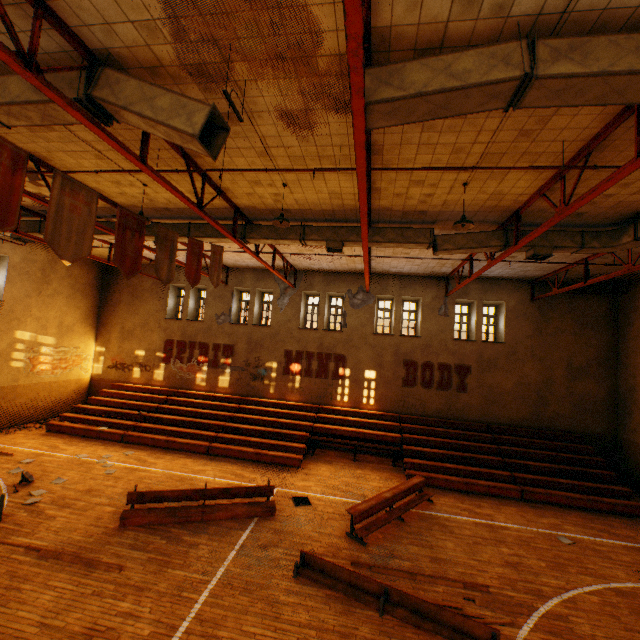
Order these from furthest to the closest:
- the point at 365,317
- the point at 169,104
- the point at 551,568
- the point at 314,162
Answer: the point at 365,317, the point at 551,568, the point at 314,162, the point at 169,104

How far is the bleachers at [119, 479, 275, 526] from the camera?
8.38m

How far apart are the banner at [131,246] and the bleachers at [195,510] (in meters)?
5.98

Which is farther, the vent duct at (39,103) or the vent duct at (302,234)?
the vent duct at (302,234)

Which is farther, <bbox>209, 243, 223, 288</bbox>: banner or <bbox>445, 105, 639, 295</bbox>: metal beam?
<bbox>209, 243, 223, 288</bbox>: banner

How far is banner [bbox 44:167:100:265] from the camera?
4.3m

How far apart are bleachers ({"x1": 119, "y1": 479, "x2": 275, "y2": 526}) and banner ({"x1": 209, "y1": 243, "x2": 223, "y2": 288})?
5.78m

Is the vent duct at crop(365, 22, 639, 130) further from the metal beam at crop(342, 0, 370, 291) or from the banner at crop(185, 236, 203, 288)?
the banner at crop(185, 236, 203, 288)
